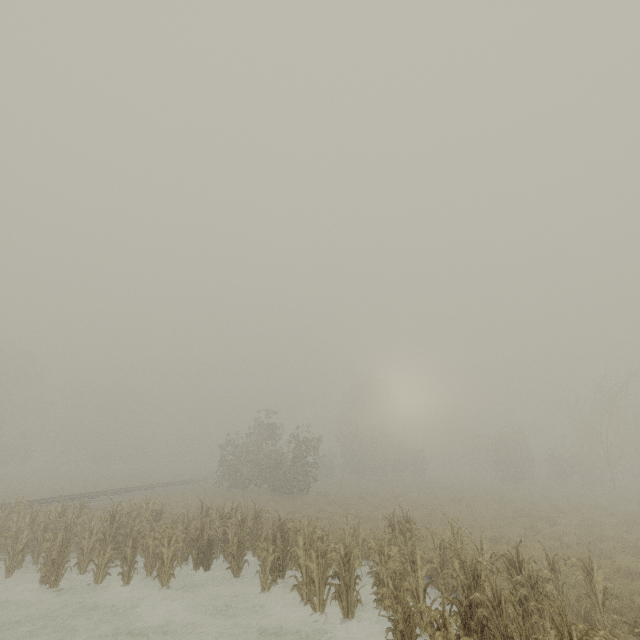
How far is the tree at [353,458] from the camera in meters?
41.7

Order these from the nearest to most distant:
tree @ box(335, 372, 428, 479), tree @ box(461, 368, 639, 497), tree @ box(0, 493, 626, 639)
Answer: tree @ box(0, 493, 626, 639), tree @ box(461, 368, 639, 497), tree @ box(335, 372, 428, 479)

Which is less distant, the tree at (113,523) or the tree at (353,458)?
the tree at (113,523)

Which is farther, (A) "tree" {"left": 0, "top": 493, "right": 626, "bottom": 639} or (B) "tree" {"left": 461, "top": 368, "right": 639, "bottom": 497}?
(B) "tree" {"left": 461, "top": 368, "right": 639, "bottom": 497}

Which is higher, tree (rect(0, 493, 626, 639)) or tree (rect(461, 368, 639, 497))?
tree (rect(461, 368, 639, 497))

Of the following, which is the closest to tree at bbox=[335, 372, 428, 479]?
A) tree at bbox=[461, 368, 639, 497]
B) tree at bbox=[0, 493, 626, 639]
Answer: tree at bbox=[461, 368, 639, 497]

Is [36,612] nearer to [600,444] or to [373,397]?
[600,444]
